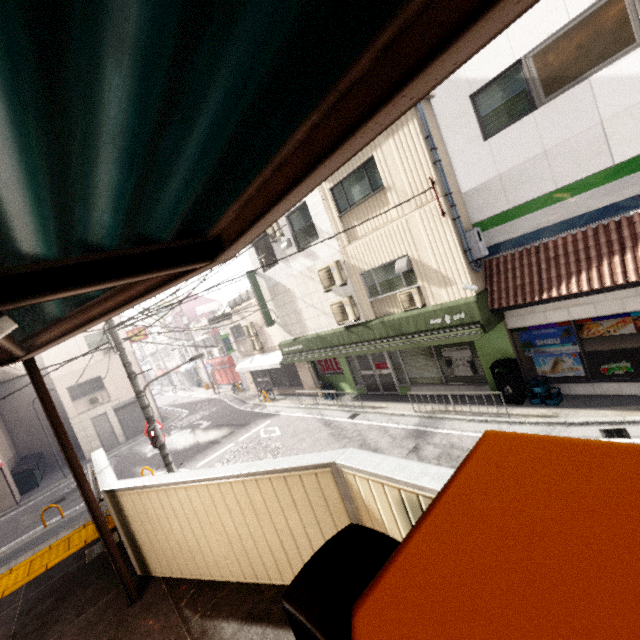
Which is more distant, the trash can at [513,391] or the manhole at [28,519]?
the manhole at [28,519]

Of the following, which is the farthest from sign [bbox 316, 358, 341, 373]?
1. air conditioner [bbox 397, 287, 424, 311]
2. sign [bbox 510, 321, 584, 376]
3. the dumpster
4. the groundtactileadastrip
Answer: the dumpster

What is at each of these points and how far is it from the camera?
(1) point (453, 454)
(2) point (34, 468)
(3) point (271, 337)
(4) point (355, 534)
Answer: (1) manhole, 7.9m
(2) dumpster, 20.0m
(3) balcony, 18.5m
(4) trash can, 1.8m

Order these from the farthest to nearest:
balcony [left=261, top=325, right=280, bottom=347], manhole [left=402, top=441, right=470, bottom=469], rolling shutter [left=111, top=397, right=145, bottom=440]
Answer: rolling shutter [left=111, top=397, right=145, bottom=440], balcony [left=261, top=325, right=280, bottom=347], manhole [left=402, top=441, right=470, bottom=469]

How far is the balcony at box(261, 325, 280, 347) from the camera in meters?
18.0 m

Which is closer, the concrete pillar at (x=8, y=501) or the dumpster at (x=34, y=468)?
the concrete pillar at (x=8, y=501)

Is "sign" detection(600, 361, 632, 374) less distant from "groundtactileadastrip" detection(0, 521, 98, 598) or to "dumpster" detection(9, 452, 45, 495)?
"groundtactileadastrip" detection(0, 521, 98, 598)

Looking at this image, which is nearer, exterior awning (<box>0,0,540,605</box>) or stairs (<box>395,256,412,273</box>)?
exterior awning (<box>0,0,540,605</box>)
